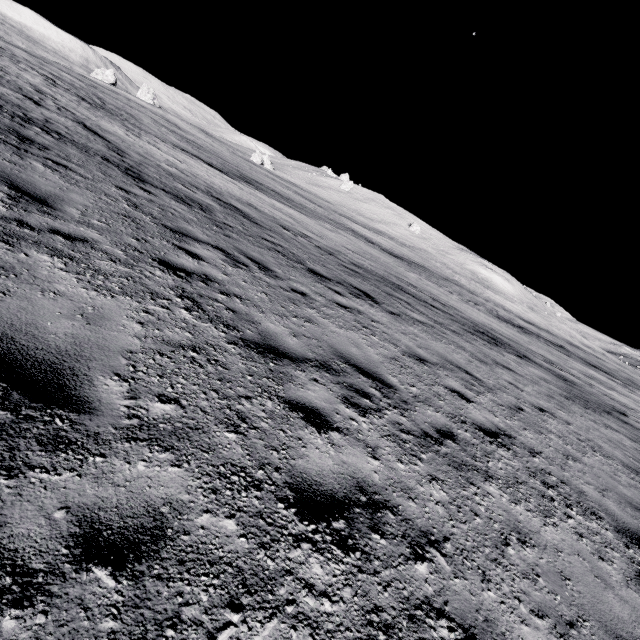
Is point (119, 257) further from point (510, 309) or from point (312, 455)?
point (510, 309)
